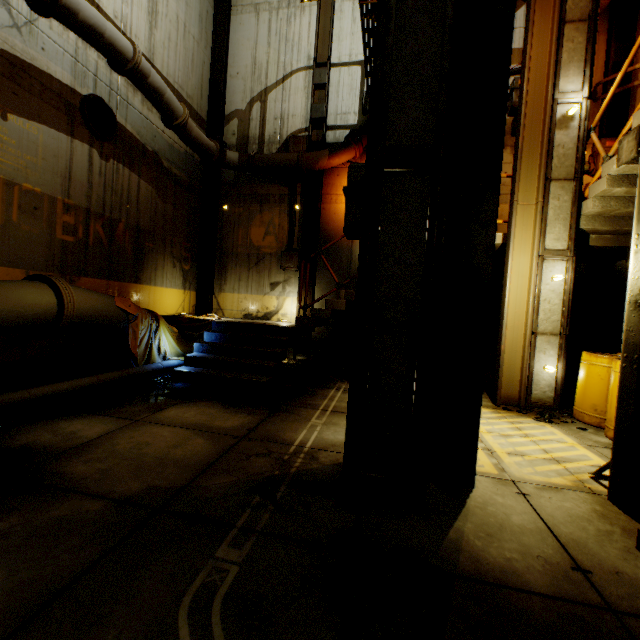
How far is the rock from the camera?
5.4m

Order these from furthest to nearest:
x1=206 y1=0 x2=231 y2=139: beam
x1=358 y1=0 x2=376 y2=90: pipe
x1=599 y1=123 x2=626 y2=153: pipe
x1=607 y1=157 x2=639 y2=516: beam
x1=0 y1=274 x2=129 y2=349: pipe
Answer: x1=206 y1=0 x2=231 y2=139: beam → x1=599 y1=123 x2=626 y2=153: pipe → x1=358 y1=0 x2=376 y2=90: pipe → x1=0 y1=274 x2=129 y2=349: pipe → x1=607 y1=157 x2=639 y2=516: beam

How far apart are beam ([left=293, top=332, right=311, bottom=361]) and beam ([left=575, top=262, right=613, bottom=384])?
7.2 meters

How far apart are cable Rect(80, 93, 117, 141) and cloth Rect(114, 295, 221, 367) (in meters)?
3.28

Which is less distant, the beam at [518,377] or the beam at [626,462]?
the beam at [626,462]

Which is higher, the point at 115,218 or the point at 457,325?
the point at 115,218

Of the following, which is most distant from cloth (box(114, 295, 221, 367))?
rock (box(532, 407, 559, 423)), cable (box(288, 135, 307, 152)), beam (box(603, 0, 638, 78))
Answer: beam (box(603, 0, 638, 78))

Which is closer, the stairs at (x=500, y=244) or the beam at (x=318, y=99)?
the stairs at (x=500, y=244)
